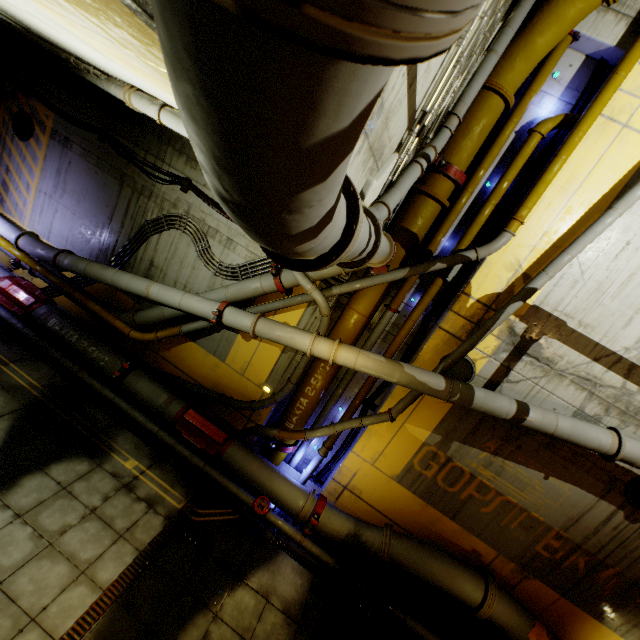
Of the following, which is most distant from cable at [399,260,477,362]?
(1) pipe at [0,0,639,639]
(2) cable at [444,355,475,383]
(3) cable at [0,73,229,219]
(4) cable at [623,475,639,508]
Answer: (4) cable at [623,475,639,508]

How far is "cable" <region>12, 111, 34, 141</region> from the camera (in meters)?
9.59

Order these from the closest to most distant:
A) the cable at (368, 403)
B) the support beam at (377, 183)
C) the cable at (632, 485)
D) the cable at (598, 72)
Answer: the support beam at (377, 183), the cable at (598, 72), the cable at (632, 485), the cable at (368, 403)

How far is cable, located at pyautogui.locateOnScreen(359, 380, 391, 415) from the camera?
8.5m

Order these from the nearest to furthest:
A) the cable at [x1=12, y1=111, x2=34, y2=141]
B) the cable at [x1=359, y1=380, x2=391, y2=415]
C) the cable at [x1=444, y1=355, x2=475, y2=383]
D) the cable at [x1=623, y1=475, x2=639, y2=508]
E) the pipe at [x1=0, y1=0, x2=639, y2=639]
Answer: the pipe at [x1=0, y1=0, x2=639, y2=639] → the cable at [x1=623, y1=475, x2=639, y2=508] → the cable at [x1=444, y1=355, x2=475, y2=383] → the cable at [x1=359, y1=380, x2=391, y2=415] → the cable at [x1=12, y1=111, x2=34, y2=141]

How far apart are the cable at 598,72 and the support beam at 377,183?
4.2 meters

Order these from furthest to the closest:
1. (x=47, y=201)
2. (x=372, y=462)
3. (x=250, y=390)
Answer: (x=47, y=201), (x=250, y=390), (x=372, y=462)

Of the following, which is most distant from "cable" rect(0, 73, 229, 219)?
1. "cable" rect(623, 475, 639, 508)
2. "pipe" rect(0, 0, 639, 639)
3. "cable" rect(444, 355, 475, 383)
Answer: "cable" rect(623, 475, 639, 508)
